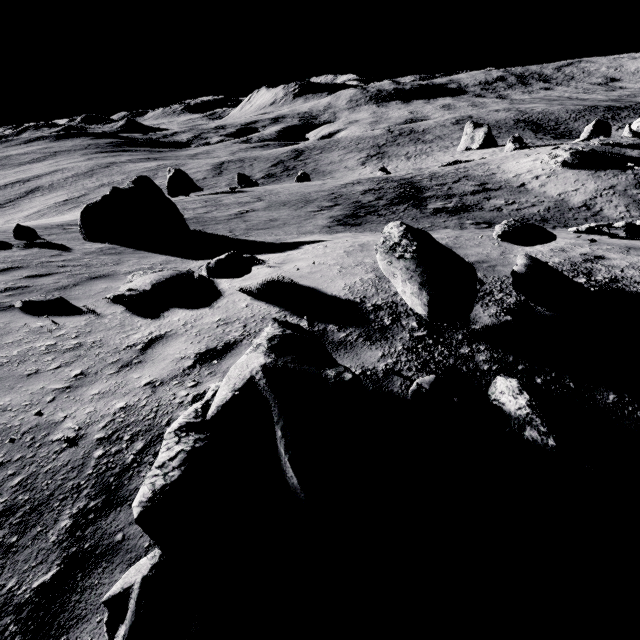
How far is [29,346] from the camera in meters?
4.2 m

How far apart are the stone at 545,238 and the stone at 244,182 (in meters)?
30.25

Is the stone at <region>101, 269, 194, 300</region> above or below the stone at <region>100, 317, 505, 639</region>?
below

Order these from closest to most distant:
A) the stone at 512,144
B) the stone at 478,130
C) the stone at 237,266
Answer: the stone at 237,266 < the stone at 512,144 < the stone at 478,130

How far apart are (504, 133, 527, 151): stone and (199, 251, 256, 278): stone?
54.5 meters

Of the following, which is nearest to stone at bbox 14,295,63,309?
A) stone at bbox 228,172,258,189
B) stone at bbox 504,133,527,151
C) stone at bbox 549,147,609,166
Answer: stone at bbox 228,172,258,189

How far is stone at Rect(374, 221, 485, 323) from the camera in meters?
3.9

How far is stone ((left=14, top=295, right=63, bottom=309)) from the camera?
5.2m
